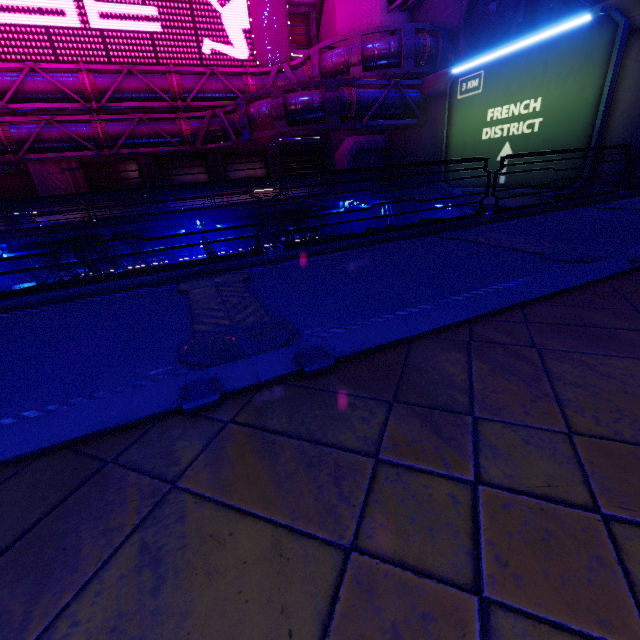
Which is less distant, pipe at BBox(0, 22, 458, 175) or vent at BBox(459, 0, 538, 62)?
vent at BBox(459, 0, 538, 62)

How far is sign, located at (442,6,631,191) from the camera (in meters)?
10.97

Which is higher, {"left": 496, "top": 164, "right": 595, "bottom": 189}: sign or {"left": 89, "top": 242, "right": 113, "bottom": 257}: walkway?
{"left": 496, "top": 164, "right": 595, "bottom": 189}: sign

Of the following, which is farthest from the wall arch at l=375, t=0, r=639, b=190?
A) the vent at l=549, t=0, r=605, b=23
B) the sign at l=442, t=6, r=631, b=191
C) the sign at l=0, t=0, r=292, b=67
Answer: the sign at l=0, t=0, r=292, b=67

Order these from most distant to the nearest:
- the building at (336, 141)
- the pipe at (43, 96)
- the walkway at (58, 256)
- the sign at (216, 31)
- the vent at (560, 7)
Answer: the building at (336, 141), the sign at (216, 31), the pipe at (43, 96), the walkway at (58, 256), the vent at (560, 7)

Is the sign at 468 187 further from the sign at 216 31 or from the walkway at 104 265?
the sign at 216 31

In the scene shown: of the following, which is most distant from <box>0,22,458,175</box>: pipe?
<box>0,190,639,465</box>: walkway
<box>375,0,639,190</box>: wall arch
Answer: <box>0,190,639,465</box>: walkway

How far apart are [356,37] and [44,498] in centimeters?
2383cm
